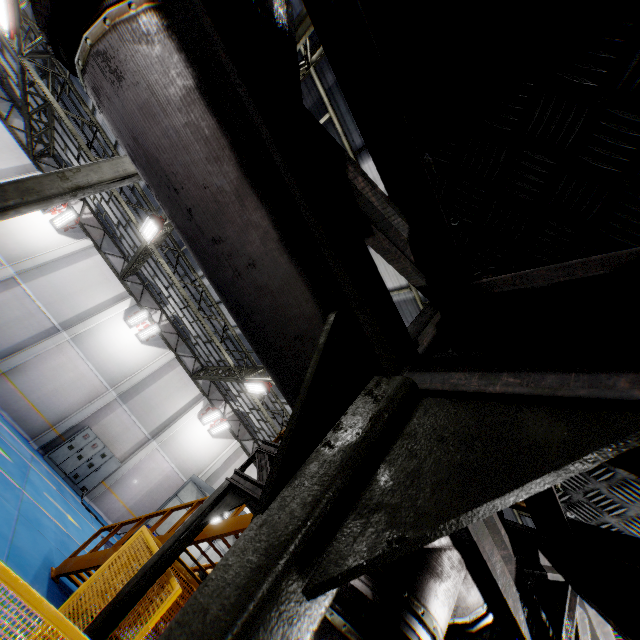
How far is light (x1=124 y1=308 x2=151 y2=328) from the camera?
19.3 meters

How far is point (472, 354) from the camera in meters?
1.1

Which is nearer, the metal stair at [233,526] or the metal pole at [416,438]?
the metal pole at [416,438]

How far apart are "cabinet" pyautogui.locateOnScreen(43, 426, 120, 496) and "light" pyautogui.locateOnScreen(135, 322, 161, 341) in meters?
5.2

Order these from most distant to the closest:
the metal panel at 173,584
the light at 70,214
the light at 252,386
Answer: the light at 70,214, the light at 252,386, the metal panel at 173,584

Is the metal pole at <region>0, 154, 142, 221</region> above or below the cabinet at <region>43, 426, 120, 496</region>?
above

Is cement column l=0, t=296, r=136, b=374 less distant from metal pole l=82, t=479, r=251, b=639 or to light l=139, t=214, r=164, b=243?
light l=139, t=214, r=164, b=243

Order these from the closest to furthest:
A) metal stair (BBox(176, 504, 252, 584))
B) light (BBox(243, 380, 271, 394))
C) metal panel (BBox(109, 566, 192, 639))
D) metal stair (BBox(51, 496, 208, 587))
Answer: metal panel (BBox(109, 566, 192, 639)) → metal stair (BBox(176, 504, 252, 584)) → metal stair (BBox(51, 496, 208, 587)) → light (BBox(243, 380, 271, 394))
